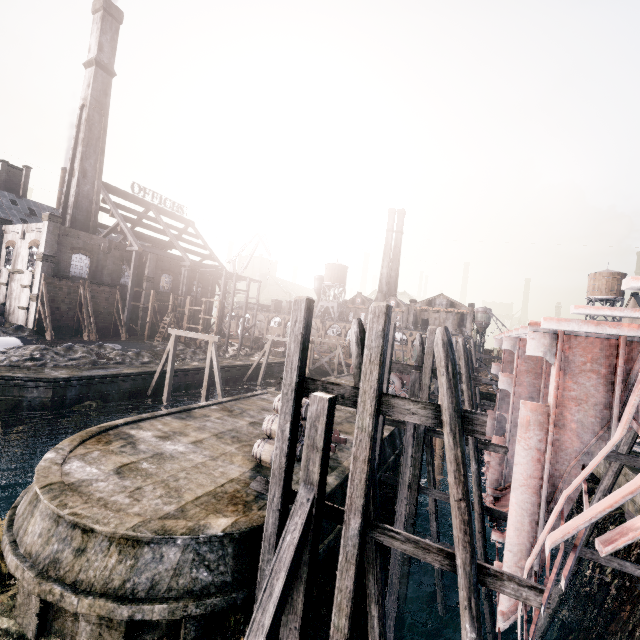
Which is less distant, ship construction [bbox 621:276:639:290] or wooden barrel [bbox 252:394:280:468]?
ship construction [bbox 621:276:639:290]

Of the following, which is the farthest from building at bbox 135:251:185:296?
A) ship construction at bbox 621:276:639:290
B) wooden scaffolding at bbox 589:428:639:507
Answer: wooden scaffolding at bbox 589:428:639:507

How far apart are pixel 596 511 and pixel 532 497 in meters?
5.2 m

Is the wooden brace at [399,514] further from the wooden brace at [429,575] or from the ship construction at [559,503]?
the wooden brace at [429,575]

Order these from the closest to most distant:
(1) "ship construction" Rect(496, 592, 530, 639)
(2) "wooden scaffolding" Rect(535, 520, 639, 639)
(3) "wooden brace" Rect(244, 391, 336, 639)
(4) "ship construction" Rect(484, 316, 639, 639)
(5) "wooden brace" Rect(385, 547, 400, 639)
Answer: (3) "wooden brace" Rect(244, 391, 336, 639), (4) "ship construction" Rect(484, 316, 639, 639), (1) "ship construction" Rect(496, 592, 530, 639), (5) "wooden brace" Rect(385, 547, 400, 639), (2) "wooden scaffolding" Rect(535, 520, 639, 639)

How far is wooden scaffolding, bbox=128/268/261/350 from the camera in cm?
4378

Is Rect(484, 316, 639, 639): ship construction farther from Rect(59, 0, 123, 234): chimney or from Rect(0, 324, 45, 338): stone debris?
Rect(59, 0, 123, 234): chimney

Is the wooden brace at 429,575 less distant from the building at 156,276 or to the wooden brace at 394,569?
the wooden brace at 394,569
